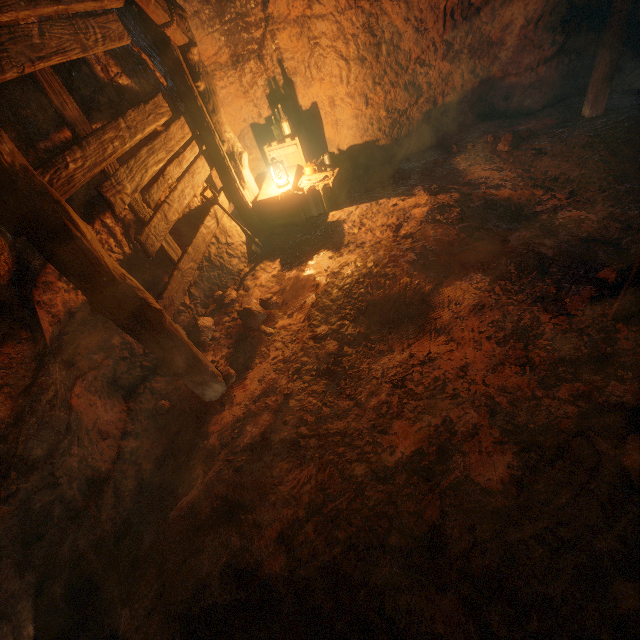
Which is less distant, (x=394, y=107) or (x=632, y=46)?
(x=632, y=46)

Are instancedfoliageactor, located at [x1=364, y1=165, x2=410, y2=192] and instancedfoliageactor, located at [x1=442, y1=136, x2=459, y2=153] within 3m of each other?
yes

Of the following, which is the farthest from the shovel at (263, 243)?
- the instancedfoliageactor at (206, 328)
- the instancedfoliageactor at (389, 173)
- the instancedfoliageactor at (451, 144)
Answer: the instancedfoliageactor at (451, 144)

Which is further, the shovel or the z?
the shovel

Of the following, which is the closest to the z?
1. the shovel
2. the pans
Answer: the shovel

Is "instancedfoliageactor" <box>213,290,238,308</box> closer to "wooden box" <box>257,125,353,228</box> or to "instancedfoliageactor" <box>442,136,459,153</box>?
"wooden box" <box>257,125,353,228</box>

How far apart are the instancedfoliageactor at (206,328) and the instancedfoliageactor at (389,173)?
3.4 meters

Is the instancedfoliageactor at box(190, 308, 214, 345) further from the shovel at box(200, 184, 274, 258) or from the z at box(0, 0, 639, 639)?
the shovel at box(200, 184, 274, 258)
